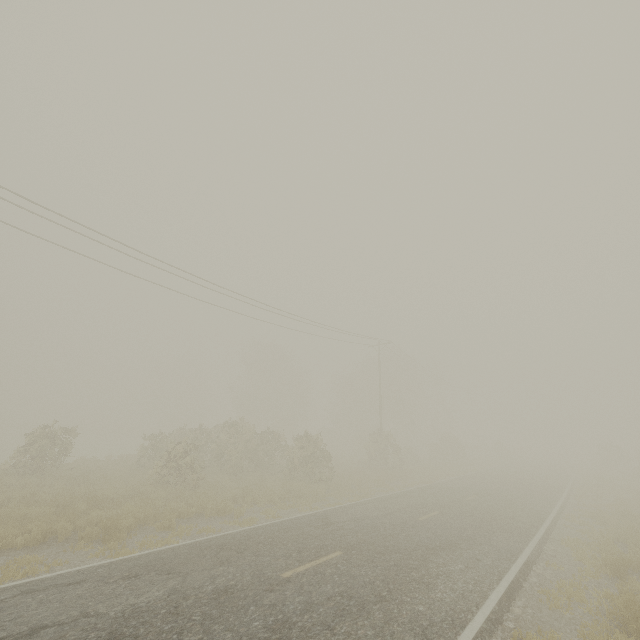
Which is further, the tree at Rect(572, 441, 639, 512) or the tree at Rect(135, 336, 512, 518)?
the tree at Rect(572, 441, 639, 512)

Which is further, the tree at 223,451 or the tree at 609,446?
the tree at 609,446

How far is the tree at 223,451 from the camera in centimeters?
1809cm

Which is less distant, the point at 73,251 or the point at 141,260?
the point at 73,251

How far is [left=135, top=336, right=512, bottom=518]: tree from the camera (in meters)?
18.09
